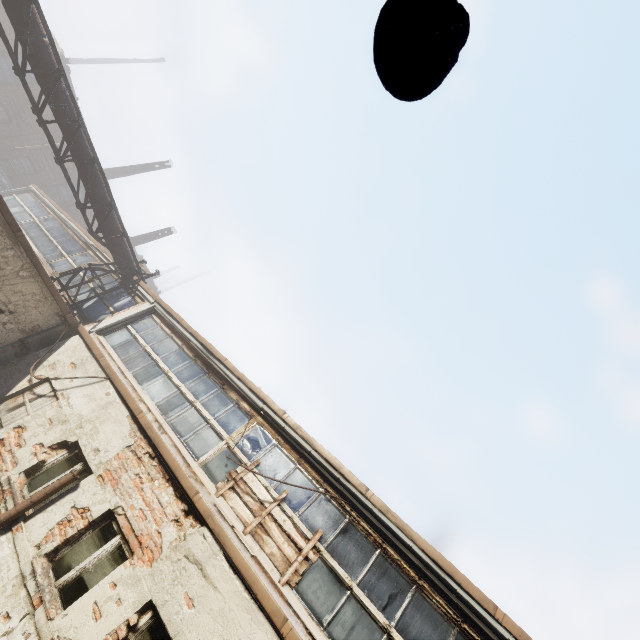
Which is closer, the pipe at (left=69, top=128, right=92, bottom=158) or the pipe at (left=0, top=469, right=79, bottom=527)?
the pipe at (left=0, top=469, right=79, bottom=527)

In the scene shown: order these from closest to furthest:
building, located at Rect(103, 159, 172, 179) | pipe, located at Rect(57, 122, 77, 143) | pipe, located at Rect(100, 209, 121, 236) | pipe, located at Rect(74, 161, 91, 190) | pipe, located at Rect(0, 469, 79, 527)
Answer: pipe, located at Rect(0, 469, 79, 527)
pipe, located at Rect(57, 122, 77, 143)
pipe, located at Rect(74, 161, 91, 190)
pipe, located at Rect(100, 209, 121, 236)
building, located at Rect(103, 159, 172, 179)

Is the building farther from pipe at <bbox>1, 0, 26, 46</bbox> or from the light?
the light

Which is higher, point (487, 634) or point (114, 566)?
point (487, 634)

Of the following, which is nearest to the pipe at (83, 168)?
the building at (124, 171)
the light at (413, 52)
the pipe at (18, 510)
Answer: the light at (413, 52)

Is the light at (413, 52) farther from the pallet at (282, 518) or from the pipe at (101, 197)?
the pallet at (282, 518)

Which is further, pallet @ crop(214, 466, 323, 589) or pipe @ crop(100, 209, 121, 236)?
pipe @ crop(100, 209, 121, 236)

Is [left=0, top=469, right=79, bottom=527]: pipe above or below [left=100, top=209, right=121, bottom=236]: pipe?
below
